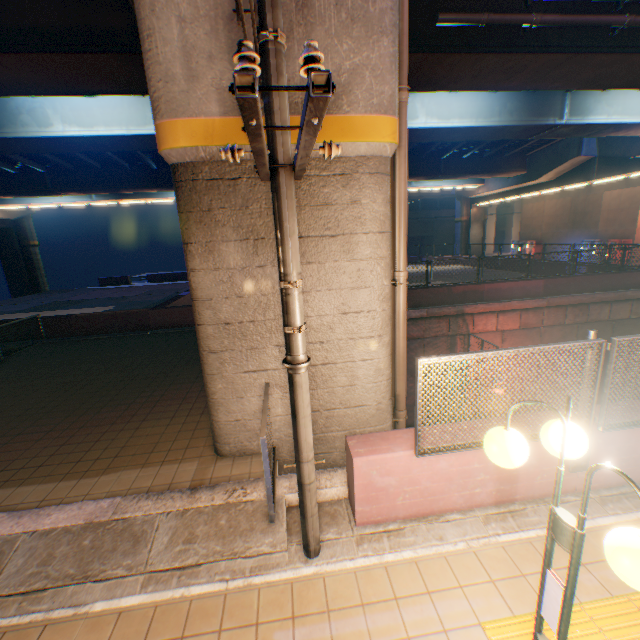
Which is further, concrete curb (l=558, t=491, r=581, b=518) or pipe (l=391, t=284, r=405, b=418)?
pipe (l=391, t=284, r=405, b=418)

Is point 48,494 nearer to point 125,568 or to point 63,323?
point 125,568

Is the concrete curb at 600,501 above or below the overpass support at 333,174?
below

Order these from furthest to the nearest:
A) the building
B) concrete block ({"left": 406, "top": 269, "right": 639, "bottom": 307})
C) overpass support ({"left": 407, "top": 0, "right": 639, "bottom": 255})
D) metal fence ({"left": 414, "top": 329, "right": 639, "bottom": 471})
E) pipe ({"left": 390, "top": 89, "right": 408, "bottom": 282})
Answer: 1. the building
2. concrete block ({"left": 406, "top": 269, "right": 639, "bottom": 307})
3. overpass support ({"left": 407, "top": 0, "right": 639, "bottom": 255})
4. pipe ({"left": 390, "top": 89, "right": 408, "bottom": 282})
5. metal fence ({"left": 414, "top": 329, "right": 639, "bottom": 471})

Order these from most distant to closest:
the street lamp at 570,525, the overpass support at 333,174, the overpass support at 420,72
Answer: the overpass support at 420,72 → the overpass support at 333,174 → the street lamp at 570,525

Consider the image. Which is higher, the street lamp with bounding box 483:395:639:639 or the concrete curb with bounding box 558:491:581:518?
the street lamp with bounding box 483:395:639:639

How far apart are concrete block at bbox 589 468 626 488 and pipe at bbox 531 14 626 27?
8.7m

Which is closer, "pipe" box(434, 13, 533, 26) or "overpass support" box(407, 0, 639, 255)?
"pipe" box(434, 13, 533, 26)
